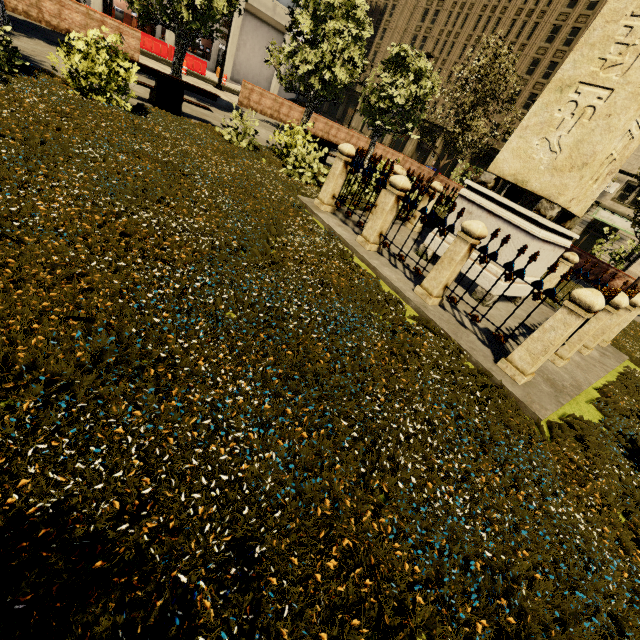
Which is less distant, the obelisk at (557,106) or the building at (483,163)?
the obelisk at (557,106)

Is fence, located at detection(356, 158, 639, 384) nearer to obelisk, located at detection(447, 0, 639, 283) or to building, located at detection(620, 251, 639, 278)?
obelisk, located at detection(447, 0, 639, 283)

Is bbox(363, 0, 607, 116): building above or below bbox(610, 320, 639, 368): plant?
above

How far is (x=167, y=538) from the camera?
1.5 meters

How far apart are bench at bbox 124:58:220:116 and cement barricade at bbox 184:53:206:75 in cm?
1900

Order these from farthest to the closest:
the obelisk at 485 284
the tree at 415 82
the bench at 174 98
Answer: the tree at 415 82, the bench at 174 98, the obelisk at 485 284

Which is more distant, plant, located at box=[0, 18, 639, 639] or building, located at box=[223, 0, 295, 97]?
building, located at box=[223, 0, 295, 97]

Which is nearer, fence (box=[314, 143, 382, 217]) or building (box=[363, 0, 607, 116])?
fence (box=[314, 143, 382, 217])
